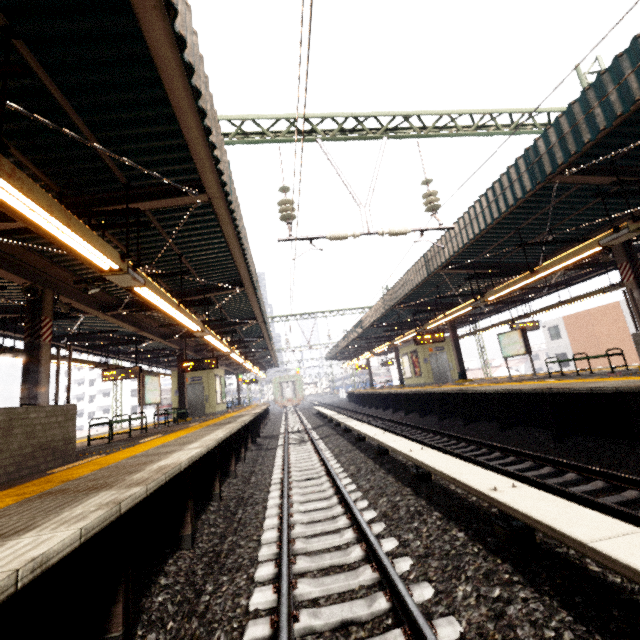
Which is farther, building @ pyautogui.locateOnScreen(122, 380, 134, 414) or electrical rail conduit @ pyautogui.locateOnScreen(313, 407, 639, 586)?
building @ pyautogui.locateOnScreen(122, 380, 134, 414)

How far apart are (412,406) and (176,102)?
16.80m

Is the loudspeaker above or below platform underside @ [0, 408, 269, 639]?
above

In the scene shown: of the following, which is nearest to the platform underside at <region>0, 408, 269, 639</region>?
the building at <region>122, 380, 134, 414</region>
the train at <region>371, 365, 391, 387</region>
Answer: the train at <region>371, 365, 391, 387</region>

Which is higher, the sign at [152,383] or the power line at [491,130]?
the power line at [491,130]

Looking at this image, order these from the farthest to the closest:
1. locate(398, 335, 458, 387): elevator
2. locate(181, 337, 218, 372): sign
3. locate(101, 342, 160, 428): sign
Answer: locate(398, 335, 458, 387): elevator < locate(181, 337, 218, 372): sign < locate(101, 342, 160, 428): sign

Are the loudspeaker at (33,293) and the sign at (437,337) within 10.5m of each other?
no

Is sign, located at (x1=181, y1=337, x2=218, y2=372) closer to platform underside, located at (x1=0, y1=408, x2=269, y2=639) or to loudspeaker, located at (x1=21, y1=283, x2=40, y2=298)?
platform underside, located at (x1=0, y1=408, x2=269, y2=639)
